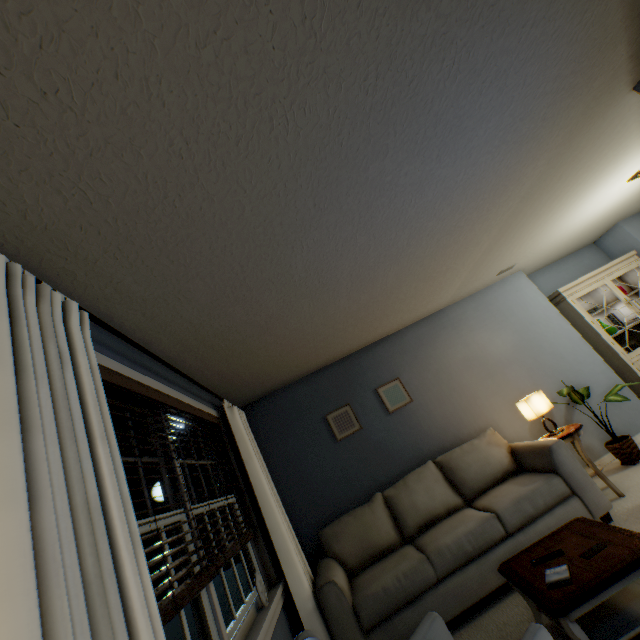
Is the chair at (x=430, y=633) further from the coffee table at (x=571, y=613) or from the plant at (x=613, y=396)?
the plant at (x=613, y=396)

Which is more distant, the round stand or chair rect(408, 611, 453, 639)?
the round stand

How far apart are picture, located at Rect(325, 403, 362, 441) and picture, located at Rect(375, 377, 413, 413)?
0.4 meters

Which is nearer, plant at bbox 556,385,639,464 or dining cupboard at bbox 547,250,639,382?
plant at bbox 556,385,639,464

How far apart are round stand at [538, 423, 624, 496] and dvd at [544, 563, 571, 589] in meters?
1.6 m

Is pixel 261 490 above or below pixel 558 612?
above

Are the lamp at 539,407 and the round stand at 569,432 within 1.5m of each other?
yes

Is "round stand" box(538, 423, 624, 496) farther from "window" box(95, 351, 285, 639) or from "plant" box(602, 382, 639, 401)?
"window" box(95, 351, 285, 639)
